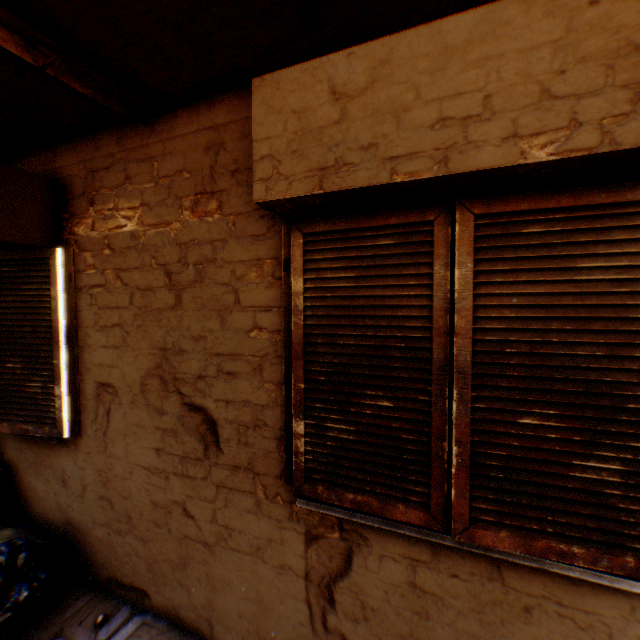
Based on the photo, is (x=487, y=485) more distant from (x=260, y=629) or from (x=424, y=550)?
(x=260, y=629)

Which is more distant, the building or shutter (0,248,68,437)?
shutter (0,248,68,437)

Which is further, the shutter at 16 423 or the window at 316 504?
the shutter at 16 423

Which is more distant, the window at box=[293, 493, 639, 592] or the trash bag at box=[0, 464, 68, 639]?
the trash bag at box=[0, 464, 68, 639]

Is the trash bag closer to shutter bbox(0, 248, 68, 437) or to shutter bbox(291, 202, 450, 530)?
shutter bbox(0, 248, 68, 437)

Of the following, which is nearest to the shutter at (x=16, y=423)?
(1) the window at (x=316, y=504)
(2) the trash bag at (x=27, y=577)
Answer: (2) the trash bag at (x=27, y=577)

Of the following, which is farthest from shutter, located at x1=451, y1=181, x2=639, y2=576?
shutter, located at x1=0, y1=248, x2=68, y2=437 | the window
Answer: shutter, located at x1=0, y1=248, x2=68, y2=437

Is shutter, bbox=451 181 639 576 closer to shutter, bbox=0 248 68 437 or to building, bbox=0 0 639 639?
building, bbox=0 0 639 639
